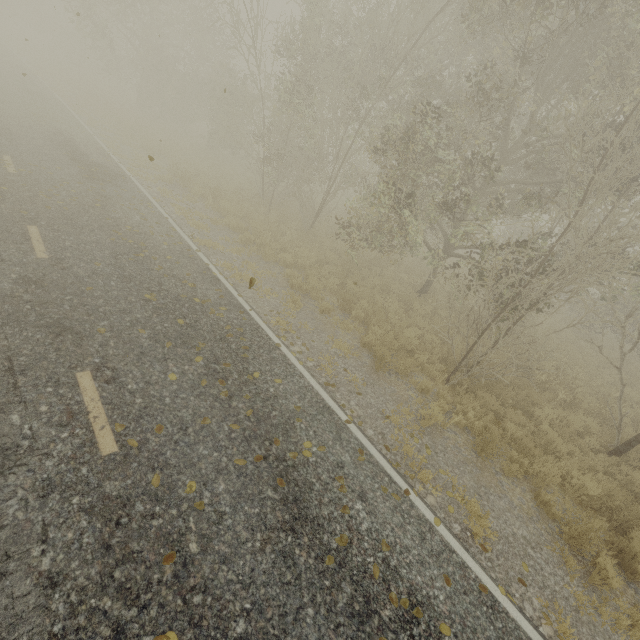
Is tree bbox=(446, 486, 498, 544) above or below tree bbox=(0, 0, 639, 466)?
below

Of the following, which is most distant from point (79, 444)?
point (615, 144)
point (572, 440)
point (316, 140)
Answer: point (316, 140)

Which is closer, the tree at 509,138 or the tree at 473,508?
the tree at 473,508

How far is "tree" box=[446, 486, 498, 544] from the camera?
5.2m

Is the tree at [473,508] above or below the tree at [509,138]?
below

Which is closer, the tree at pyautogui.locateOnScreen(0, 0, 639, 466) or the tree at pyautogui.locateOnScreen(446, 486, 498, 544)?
the tree at pyautogui.locateOnScreen(446, 486, 498, 544)
